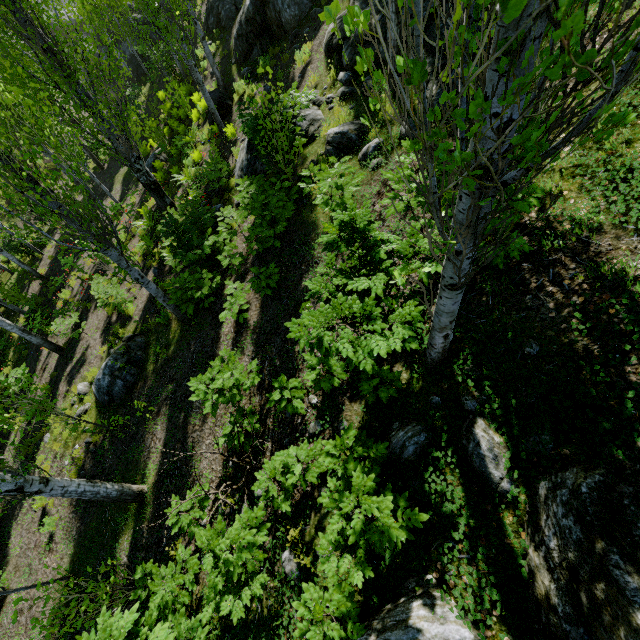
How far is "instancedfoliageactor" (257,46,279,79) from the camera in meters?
5.6

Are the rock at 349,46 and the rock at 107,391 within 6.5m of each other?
no

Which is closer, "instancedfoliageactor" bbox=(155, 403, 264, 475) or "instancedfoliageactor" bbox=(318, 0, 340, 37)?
"instancedfoliageactor" bbox=(318, 0, 340, 37)

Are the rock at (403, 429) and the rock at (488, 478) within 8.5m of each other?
yes

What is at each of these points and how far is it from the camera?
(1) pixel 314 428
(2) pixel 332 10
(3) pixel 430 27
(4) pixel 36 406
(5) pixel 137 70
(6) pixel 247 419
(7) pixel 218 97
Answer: (1) instancedfoliageactor, 4.43m
(2) instancedfoliageactor, 1.22m
(3) rock, 5.95m
(4) instancedfoliageactor, 6.13m
(5) rock, 24.69m
(6) instancedfoliageactor, 5.02m
(7) rock, 13.24m

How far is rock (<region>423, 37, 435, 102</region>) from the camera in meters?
5.5

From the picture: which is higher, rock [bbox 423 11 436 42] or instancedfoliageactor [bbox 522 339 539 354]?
rock [bbox 423 11 436 42]
